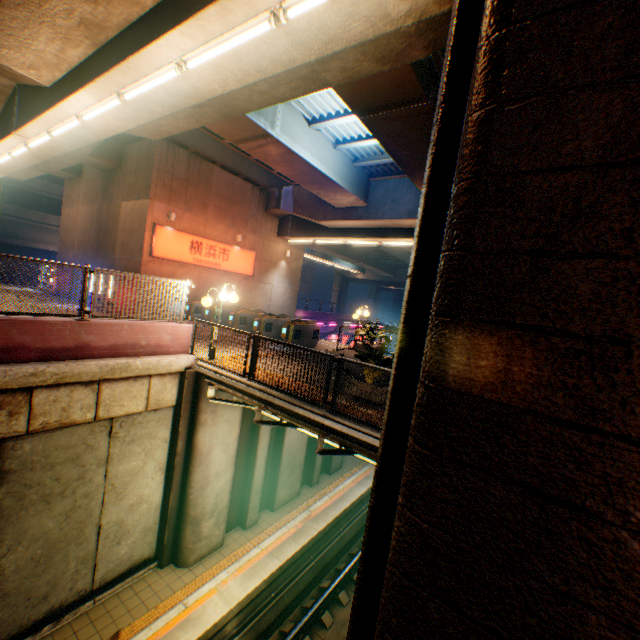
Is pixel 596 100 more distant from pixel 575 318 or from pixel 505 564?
pixel 505 564

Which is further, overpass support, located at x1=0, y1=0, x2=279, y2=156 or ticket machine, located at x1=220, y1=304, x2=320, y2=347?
ticket machine, located at x1=220, y1=304, x2=320, y2=347

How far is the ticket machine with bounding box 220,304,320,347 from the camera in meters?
13.7 m

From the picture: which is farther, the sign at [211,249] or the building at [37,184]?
the building at [37,184]

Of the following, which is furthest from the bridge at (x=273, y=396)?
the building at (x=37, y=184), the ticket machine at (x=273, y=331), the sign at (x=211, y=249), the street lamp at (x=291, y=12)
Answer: the building at (x=37, y=184)

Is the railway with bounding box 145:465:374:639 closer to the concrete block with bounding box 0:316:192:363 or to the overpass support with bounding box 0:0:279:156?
the overpass support with bounding box 0:0:279:156

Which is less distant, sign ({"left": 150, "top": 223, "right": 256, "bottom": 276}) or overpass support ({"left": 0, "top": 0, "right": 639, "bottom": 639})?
overpass support ({"left": 0, "top": 0, "right": 639, "bottom": 639})

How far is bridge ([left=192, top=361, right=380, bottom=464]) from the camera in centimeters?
631cm
